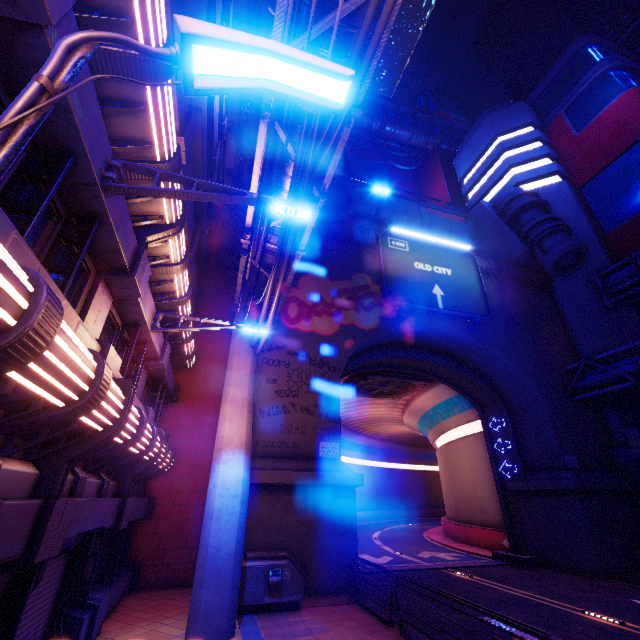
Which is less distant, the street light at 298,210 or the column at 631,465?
the street light at 298,210

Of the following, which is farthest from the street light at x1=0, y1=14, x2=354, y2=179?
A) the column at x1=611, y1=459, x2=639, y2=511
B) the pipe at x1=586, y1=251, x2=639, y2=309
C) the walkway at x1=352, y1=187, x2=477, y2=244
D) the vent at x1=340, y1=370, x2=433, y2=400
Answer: the column at x1=611, y1=459, x2=639, y2=511

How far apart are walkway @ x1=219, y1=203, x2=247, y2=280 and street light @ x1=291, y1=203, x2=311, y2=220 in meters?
11.5

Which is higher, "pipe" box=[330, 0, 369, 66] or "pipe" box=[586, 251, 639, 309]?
"pipe" box=[586, 251, 639, 309]

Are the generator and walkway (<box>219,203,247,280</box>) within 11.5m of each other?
no

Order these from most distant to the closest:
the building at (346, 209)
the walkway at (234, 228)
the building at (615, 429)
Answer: the building at (615, 429), the building at (346, 209), the walkway at (234, 228)

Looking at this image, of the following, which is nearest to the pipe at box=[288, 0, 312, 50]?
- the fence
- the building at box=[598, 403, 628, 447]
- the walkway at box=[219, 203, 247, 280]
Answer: the walkway at box=[219, 203, 247, 280]

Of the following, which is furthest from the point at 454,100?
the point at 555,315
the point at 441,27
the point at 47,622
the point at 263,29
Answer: the point at 47,622
